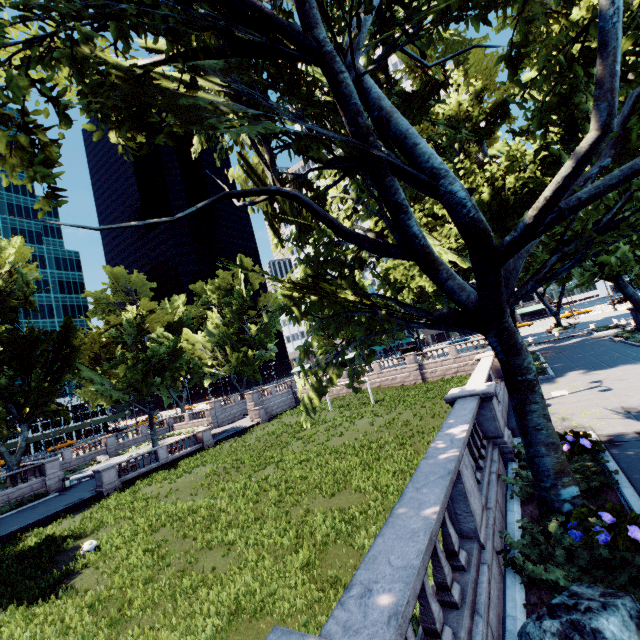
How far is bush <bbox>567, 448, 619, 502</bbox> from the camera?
6.89m

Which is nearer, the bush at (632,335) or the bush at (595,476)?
the bush at (595,476)

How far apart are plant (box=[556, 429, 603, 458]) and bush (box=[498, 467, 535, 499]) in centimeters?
1cm

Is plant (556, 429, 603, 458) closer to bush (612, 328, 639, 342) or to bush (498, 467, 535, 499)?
bush (498, 467, 535, 499)

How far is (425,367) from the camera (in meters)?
41.50

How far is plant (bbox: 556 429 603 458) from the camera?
8.2 meters

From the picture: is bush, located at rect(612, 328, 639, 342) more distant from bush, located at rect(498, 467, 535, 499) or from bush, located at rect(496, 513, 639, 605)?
bush, located at rect(496, 513, 639, 605)

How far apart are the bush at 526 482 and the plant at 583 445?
0.0 meters
